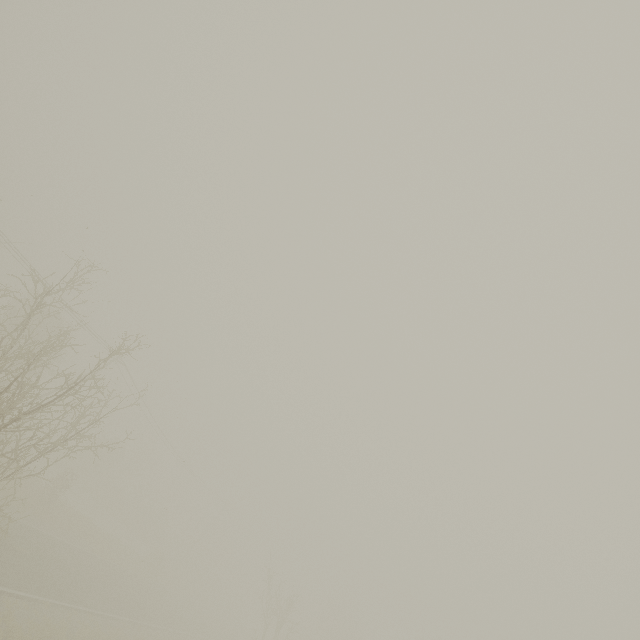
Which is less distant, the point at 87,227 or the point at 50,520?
the point at 87,227
